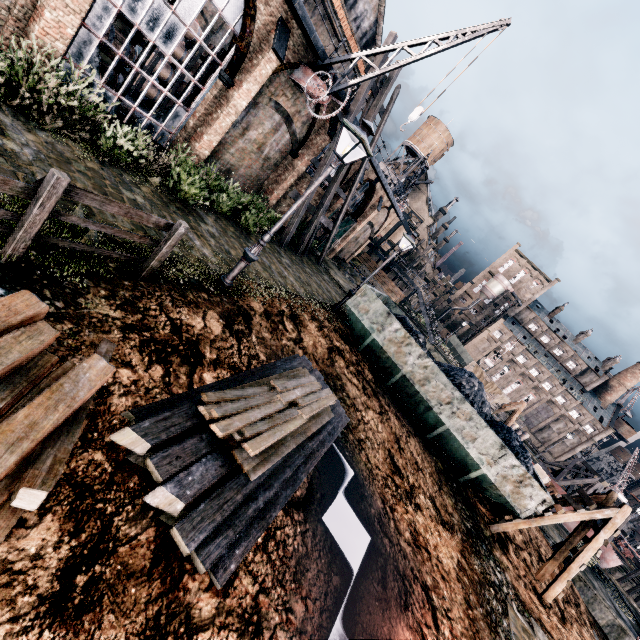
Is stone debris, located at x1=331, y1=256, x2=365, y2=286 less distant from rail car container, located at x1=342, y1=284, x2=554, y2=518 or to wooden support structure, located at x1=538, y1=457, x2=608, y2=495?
rail car container, located at x1=342, y1=284, x2=554, y2=518

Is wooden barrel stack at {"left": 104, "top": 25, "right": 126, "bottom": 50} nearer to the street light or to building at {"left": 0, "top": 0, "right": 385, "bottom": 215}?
building at {"left": 0, "top": 0, "right": 385, "bottom": 215}

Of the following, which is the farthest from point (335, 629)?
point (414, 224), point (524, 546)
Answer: point (414, 224)

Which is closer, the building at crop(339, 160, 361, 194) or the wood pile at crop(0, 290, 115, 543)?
the wood pile at crop(0, 290, 115, 543)

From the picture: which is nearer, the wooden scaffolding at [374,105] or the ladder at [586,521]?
the ladder at [586,521]

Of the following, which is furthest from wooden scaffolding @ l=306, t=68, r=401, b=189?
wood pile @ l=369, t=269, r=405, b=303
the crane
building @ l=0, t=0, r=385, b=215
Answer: wood pile @ l=369, t=269, r=405, b=303

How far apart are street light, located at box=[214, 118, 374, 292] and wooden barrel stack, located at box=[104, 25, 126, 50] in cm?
978

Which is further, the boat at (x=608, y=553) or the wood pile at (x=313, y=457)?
the boat at (x=608, y=553)
